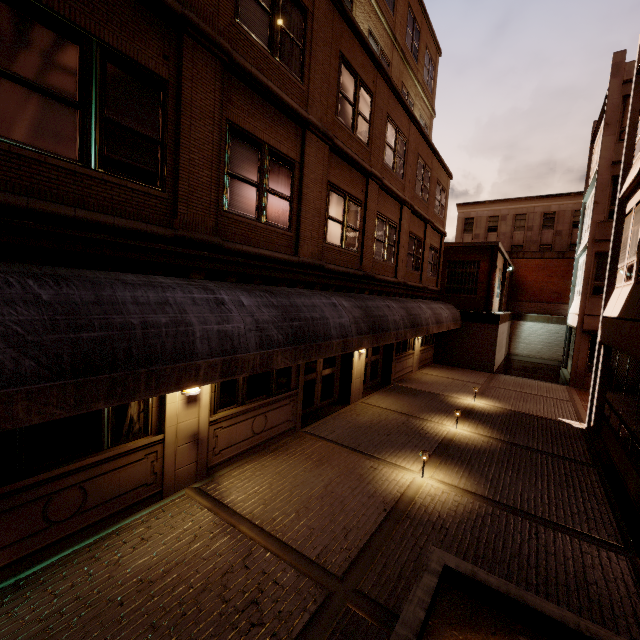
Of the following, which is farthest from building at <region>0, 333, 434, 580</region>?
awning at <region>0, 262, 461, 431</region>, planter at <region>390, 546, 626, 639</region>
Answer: planter at <region>390, 546, 626, 639</region>

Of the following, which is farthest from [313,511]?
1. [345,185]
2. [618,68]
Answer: [618,68]

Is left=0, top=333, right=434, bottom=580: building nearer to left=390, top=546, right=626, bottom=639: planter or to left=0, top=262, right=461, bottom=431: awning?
left=0, top=262, right=461, bottom=431: awning

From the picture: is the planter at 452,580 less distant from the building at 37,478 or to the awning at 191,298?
the awning at 191,298

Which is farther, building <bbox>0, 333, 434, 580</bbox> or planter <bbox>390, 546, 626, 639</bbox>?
building <bbox>0, 333, 434, 580</bbox>
